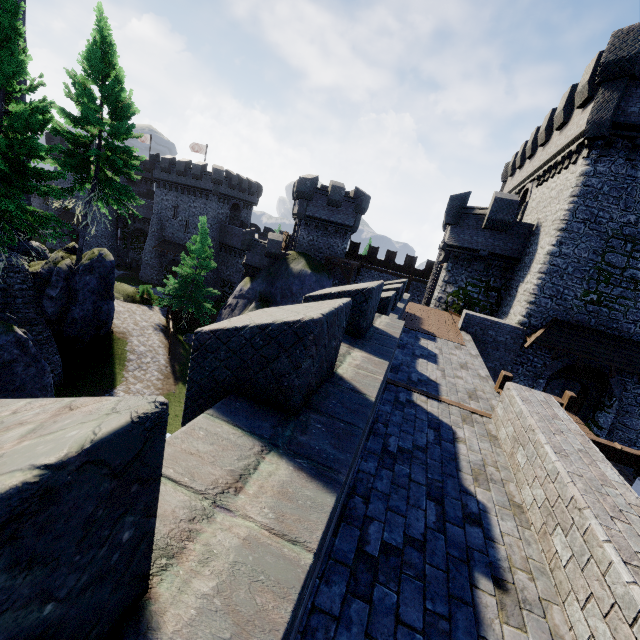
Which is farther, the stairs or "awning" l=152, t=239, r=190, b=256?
"awning" l=152, t=239, r=190, b=256

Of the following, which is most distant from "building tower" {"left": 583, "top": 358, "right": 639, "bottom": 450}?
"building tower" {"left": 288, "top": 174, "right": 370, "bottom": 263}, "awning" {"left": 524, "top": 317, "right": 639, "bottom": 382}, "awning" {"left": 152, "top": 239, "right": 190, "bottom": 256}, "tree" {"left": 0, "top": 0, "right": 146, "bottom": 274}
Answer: "awning" {"left": 152, "top": 239, "right": 190, "bottom": 256}

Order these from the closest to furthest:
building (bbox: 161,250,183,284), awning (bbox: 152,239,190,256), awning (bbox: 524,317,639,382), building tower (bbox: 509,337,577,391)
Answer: awning (bbox: 524,317,639,382) < building tower (bbox: 509,337,577,391) < awning (bbox: 152,239,190,256) < building (bbox: 161,250,183,284)

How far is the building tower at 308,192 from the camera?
29.2 meters

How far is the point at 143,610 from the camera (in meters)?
1.38

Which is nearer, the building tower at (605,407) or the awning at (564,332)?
the awning at (564,332)

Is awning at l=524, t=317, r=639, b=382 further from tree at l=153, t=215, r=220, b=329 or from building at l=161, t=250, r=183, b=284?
building at l=161, t=250, r=183, b=284

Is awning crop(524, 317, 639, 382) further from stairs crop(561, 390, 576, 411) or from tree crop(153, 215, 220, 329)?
tree crop(153, 215, 220, 329)
